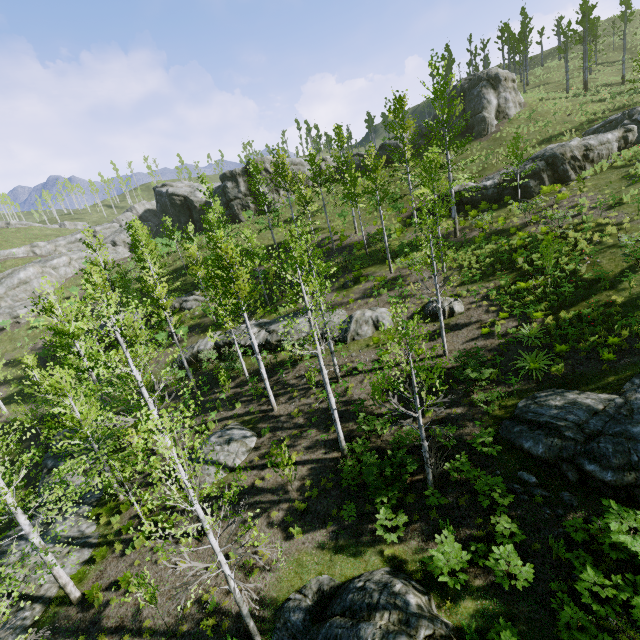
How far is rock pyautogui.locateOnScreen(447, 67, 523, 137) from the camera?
34.56m

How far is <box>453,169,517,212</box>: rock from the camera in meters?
24.9

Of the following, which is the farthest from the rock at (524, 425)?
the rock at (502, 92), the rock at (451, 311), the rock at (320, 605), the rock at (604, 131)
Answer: the rock at (502, 92)

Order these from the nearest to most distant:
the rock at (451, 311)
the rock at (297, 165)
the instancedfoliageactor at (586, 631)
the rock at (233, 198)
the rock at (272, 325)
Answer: the instancedfoliageactor at (586, 631)
the rock at (451, 311)
the rock at (272, 325)
the rock at (297, 165)
the rock at (233, 198)

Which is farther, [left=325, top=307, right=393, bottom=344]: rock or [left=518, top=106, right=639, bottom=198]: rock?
[left=518, top=106, right=639, bottom=198]: rock

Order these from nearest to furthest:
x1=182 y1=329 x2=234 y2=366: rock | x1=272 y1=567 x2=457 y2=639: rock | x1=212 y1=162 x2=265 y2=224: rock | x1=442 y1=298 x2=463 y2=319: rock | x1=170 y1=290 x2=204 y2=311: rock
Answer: x1=272 y1=567 x2=457 y2=639: rock → x1=442 y1=298 x2=463 y2=319: rock → x1=182 y1=329 x2=234 y2=366: rock → x1=170 y1=290 x2=204 y2=311: rock → x1=212 y1=162 x2=265 y2=224: rock

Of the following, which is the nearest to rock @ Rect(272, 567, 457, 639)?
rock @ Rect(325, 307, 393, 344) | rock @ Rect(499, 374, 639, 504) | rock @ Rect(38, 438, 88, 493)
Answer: rock @ Rect(38, 438, 88, 493)

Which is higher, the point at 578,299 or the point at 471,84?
the point at 471,84
